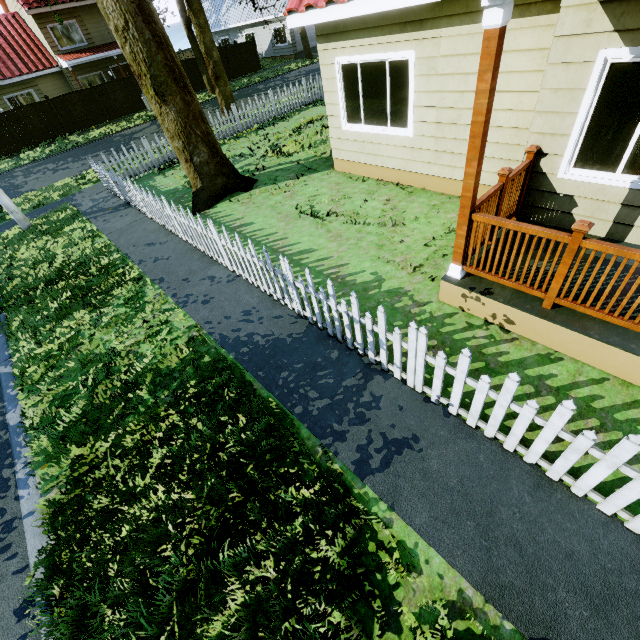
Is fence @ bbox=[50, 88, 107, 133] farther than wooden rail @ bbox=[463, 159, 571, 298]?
Yes

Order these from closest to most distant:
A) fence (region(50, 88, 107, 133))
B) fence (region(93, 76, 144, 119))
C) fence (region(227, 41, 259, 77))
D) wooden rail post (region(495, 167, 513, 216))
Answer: wooden rail post (region(495, 167, 513, 216)) → fence (region(50, 88, 107, 133)) → fence (region(93, 76, 144, 119)) → fence (region(227, 41, 259, 77))

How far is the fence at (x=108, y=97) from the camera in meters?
22.4 m

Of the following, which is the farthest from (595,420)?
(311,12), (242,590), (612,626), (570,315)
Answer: (311,12)

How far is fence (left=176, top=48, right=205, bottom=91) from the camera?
25.0m

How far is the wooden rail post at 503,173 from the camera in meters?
4.1 m

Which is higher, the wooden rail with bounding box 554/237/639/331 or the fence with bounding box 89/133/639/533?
the wooden rail with bounding box 554/237/639/331
